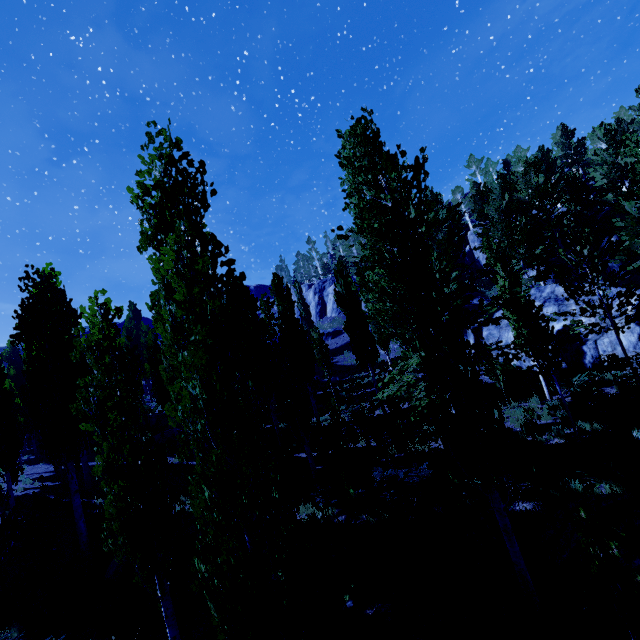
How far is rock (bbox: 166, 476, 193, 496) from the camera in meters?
15.2

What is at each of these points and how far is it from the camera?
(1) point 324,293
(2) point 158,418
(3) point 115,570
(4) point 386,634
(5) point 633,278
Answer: (1) rock, 53.4 meters
(2) rock, 29.0 meters
(3) rock, 10.2 meters
(4) rock, 5.9 meters
(5) rock, 23.5 meters

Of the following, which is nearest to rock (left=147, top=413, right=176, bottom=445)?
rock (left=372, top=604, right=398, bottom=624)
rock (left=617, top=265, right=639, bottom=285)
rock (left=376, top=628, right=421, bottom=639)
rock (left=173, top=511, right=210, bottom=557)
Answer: rock (left=617, top=265, right=639, bottom=285)

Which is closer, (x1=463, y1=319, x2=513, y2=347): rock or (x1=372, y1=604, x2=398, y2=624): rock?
(x1=372, y1=604, x2=398, y2=624): rock

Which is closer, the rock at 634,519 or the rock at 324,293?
the rock at 634,519

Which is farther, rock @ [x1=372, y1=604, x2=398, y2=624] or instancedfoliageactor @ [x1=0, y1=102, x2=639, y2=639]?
rock @ [x1=372, y1=604, x2=398, y2=624]

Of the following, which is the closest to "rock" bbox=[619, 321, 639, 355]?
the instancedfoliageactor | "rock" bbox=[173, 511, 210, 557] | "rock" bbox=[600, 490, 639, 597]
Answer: the instancedfoliageactor

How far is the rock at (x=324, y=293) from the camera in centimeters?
4959cm
